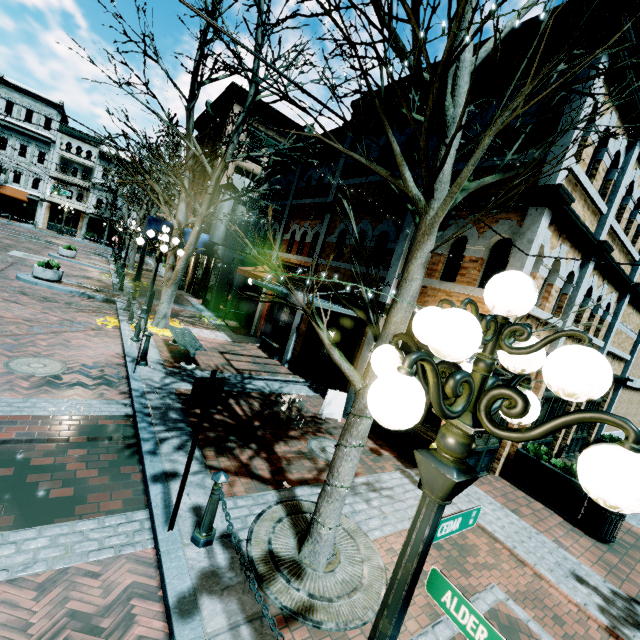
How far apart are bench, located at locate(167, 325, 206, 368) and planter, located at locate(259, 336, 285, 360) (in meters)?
3.18

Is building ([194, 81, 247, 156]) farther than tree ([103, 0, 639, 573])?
Yes

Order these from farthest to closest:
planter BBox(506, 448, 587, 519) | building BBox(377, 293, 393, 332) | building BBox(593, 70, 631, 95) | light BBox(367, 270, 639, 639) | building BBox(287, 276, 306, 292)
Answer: building BBox(287, 276, 306, 292) → building BBox(377, 293, 393, 332) → planter BBox(506, 448, 587, 519) → building BBox(593, 70, 631, 95) → light BBox(367, 270, 639, 639)

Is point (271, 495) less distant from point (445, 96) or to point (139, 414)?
point (139, 414)

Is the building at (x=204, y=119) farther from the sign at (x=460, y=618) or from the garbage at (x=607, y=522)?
the sign at (x=460, y=618)

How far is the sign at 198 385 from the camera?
3.56m

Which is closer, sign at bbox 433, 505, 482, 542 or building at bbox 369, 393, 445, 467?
sign at bbox 433, 505, 482, 542

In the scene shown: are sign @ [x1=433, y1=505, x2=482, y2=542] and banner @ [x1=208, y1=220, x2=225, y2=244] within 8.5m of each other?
no
